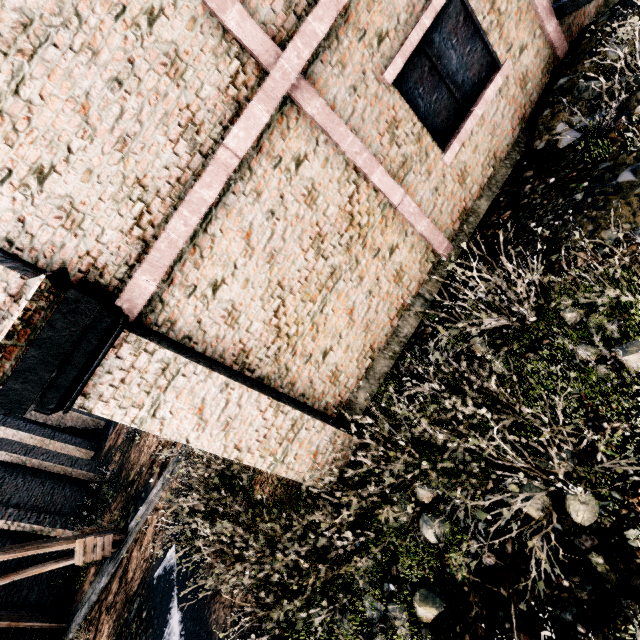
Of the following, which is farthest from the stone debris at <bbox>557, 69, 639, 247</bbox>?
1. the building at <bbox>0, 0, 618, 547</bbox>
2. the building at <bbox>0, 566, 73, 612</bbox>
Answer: the building at <bbox>0, 566, 73, 612</bbox>

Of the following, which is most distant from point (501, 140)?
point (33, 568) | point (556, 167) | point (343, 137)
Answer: point (33, 568)

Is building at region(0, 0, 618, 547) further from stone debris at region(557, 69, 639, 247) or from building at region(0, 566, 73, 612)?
building at region(0, 566, 73, 612)

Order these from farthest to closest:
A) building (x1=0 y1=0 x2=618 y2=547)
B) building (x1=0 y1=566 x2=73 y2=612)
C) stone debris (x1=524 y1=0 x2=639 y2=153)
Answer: building (x1=0 y1=566 x2=73 y2=612)
stone debris (x1=524 y1=0 x2=639 y2=153)
building (x1=0 y1=0 x2=618 y2=547)

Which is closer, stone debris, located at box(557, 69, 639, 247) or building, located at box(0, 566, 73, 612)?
stone debris, located at box(557, 69, 639, 247)

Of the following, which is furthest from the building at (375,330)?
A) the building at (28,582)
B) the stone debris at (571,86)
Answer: the building at (28,582)

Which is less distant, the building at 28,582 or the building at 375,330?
the building at 375,330
